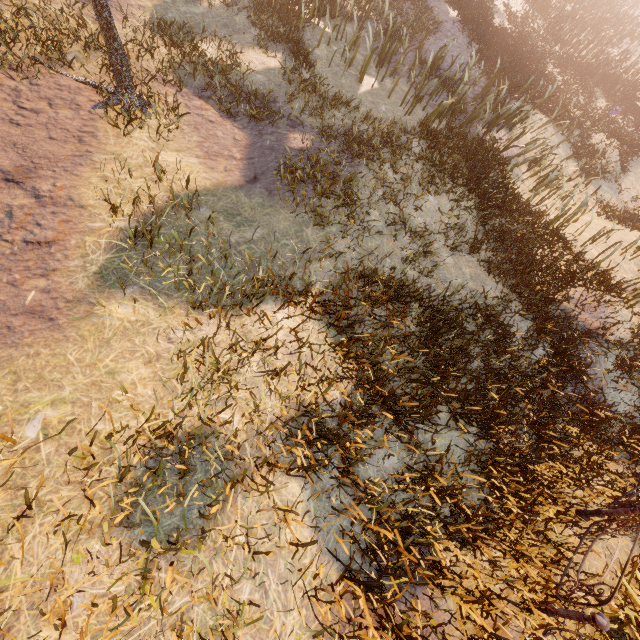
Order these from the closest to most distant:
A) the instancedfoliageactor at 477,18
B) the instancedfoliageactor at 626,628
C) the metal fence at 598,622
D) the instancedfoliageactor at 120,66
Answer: the instancedfoliageactor at 477,18
the metal fence at 598,622
the instancedfoliageactor at 626,628
the instancedfoliageactor at 120,66

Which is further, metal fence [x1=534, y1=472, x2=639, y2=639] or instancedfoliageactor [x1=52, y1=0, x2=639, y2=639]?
metal fence [x1=534, y1=472, x2=639, y2=639]

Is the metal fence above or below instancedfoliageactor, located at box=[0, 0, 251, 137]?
below

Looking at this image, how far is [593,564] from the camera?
5.5m

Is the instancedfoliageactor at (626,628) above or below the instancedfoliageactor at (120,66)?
below

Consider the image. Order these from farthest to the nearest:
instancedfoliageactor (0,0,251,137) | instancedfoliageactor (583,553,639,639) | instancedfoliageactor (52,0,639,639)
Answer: instancedfoliageactor (0,0,251,137) → instancedfoliageactor (583,553,639,639) → instancedfoliageactor (52,0,639,639)

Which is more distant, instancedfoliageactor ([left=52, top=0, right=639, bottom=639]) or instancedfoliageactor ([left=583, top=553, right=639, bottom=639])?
instancedfoliageactor ([left=583, top=553, right=639, bottom=639])
